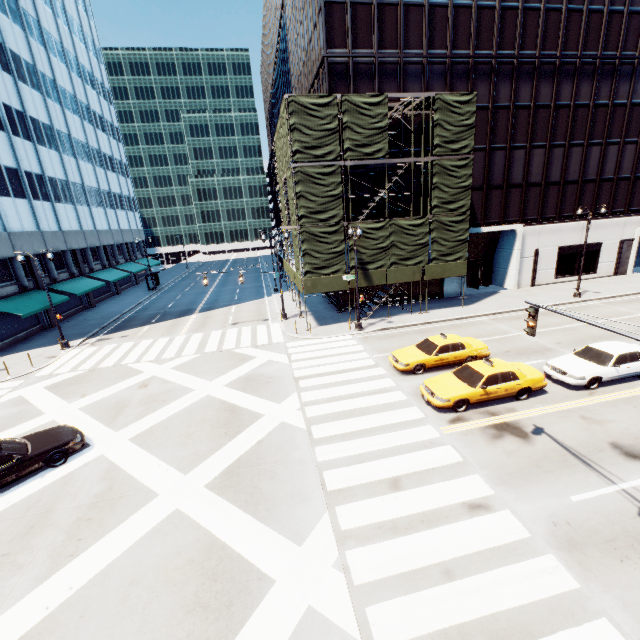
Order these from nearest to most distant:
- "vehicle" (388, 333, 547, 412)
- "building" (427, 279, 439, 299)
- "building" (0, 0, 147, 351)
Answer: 1. "vehicle" (388, 333, 547, 412)
2. "building" (0, 0, 147, 351)
3. "building" (427, 279, 439, 299)

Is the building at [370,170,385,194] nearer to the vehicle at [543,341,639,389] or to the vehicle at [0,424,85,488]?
the vehicle at [543,341,639,389]

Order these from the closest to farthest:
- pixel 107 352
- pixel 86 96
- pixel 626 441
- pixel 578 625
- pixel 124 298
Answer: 1. pixel 578 625
2. pixel 626 441
3. pixel 107 352
4. pixel 124 298
5. pixel 86 96

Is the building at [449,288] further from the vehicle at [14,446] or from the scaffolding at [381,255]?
the vehicle at [14,446]

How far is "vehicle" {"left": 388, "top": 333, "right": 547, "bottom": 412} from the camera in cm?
1326

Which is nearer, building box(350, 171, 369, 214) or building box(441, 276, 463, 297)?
building box(350, 171, 369, 214)

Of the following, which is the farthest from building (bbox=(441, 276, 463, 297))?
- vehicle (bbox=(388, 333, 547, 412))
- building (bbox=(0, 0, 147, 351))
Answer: building (bbox=(0, 0, 147, 351))

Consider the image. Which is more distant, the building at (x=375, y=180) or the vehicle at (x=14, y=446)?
the building at (x=375, y=180)
